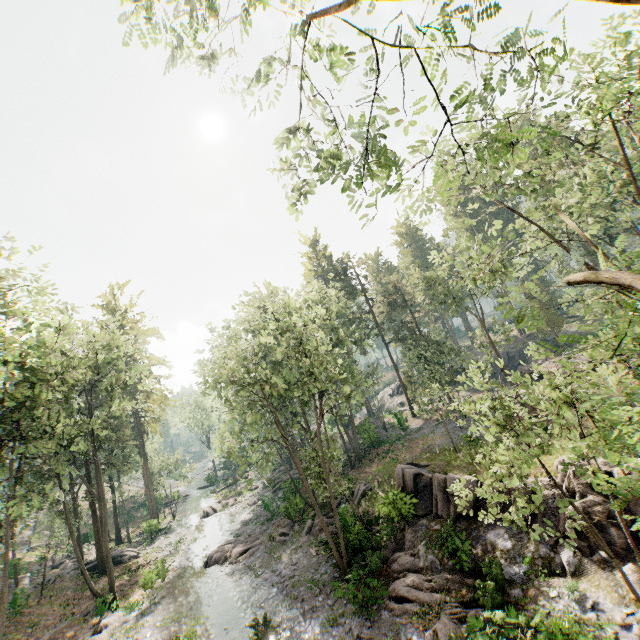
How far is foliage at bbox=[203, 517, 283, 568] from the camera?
24.8m

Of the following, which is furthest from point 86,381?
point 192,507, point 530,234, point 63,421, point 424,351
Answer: point 530,234

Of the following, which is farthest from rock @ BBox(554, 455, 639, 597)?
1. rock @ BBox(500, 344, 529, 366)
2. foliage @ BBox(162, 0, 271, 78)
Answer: rock @ BBox(500, 344, 529, 366)

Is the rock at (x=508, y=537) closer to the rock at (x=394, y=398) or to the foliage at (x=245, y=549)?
the foliage at (x=245, y=549)

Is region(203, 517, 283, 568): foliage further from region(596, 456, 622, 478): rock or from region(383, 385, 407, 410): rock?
region(383, 385, 407, 410): rock

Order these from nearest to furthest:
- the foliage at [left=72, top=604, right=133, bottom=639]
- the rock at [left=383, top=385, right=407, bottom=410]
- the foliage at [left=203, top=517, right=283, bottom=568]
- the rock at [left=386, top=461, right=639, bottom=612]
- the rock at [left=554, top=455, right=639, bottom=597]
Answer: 1. the rock at [left=554, top=455, right=639, bottom=597]
2. the rock at [left=386, top=461, right=639, bottom=612]
3. the foliage at [left=72, top=604, right=133, bottom=639]
4. the foliage at [left=203, top=517, right=283, bottom=568]
5. the rock at [left=383, top=385, right=407, bottom=410]

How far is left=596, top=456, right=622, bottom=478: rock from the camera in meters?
12.8 m

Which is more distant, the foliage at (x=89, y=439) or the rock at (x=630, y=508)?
the foliage at (x=89, y=439)
